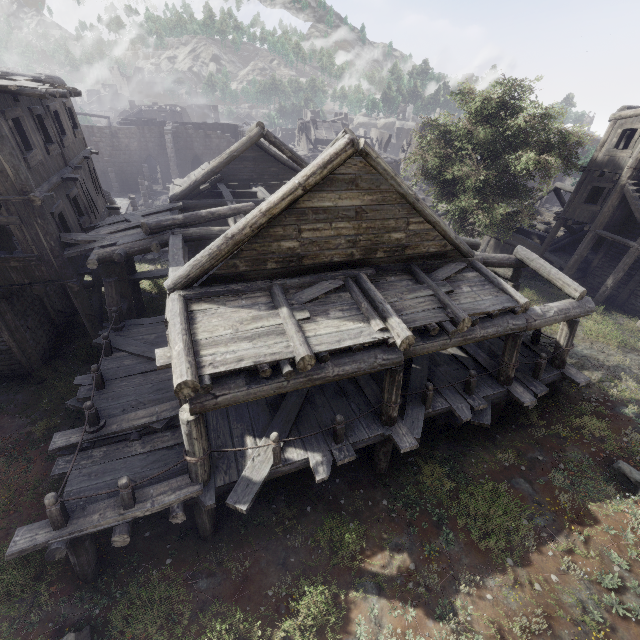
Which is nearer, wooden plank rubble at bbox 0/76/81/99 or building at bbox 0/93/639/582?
building at bbox 0/93/639/582

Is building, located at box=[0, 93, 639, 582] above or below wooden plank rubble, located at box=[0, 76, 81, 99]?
below

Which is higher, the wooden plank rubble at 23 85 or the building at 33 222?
the wooden plank rubble at 23 85

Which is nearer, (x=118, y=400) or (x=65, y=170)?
(x=118, y=400)

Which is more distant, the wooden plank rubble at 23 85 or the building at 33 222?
the wooden plank rubble at 23 85
